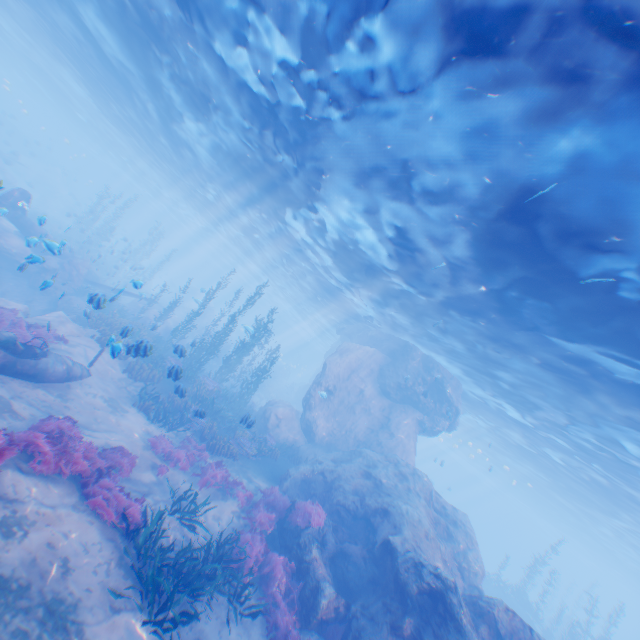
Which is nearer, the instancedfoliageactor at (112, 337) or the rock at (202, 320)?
the instancedfoliageactor at (112, 337)

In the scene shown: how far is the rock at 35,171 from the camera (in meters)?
42.91

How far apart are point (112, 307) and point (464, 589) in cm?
2703

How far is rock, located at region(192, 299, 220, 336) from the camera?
38.1m

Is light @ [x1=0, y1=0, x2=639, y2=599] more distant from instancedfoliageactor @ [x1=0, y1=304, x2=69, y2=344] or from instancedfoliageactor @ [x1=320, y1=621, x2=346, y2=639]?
instancedfoliageactor @ [x1=0, y1=304, x2=69, y2=344]

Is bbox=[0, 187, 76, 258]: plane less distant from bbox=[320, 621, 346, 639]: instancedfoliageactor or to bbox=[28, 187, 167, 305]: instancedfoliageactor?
bbox=[28, 187, 167, 305]: instancedfoliageactor

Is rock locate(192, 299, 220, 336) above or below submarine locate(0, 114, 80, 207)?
below

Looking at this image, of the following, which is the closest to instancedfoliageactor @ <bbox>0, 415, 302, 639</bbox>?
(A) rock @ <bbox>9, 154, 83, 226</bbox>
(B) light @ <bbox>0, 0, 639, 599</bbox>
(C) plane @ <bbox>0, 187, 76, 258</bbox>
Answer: (A) rock @ <bbox>9, 154, 83, 226</bbox>
